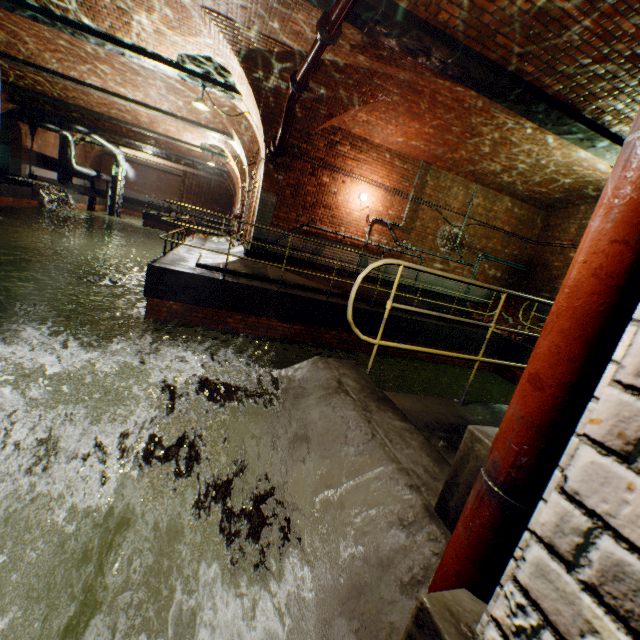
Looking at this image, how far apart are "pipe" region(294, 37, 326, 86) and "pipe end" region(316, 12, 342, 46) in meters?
0.0

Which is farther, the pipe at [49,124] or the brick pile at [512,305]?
the pipe at [49,124]

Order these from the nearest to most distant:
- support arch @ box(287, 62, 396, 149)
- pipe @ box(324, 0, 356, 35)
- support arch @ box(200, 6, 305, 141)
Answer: pipe @ box(324, 0, 356, 35), support arch @ box(200, 6, 305, 141), support arch @ box(287, 62, 396, 149)

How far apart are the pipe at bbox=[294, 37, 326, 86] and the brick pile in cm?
910

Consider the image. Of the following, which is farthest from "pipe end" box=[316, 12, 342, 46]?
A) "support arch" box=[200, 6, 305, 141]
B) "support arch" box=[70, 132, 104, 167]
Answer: "support arch" box=[70, 132, 104, 167]

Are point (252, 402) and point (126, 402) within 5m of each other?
no

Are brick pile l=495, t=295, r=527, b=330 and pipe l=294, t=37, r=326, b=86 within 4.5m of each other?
no

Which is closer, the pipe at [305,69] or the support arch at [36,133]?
the pipe at [305,69]
